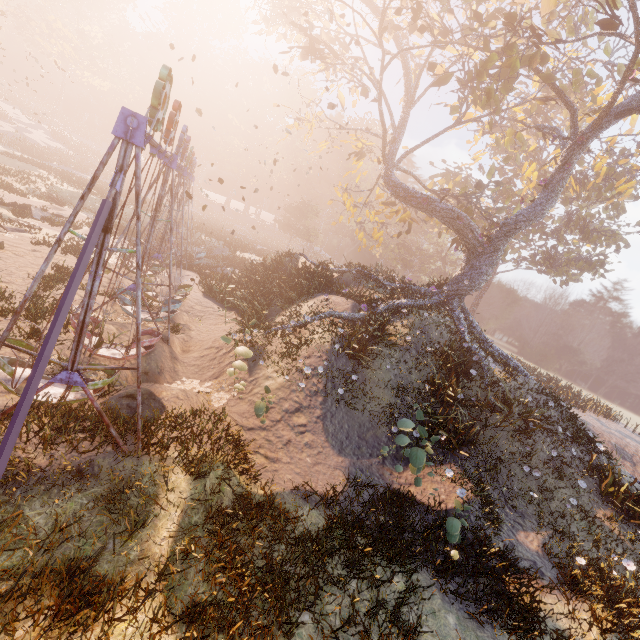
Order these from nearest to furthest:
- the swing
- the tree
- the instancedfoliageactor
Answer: the swing, the instancedfoliageactor, the tree

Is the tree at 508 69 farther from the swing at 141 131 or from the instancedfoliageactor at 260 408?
the instancedfoliageactor at 260 408

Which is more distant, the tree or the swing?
the tree

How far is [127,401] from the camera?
8.50m

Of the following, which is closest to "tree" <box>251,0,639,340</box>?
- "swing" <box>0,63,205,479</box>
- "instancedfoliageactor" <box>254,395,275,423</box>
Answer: "swing" <box>0,63,205,479</box>

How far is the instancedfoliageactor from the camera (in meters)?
8.49

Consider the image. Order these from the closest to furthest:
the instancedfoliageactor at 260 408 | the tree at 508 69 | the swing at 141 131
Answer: the swing at 141 131 → the instancedfoliageactor at 260 408 → the tree at 508 69

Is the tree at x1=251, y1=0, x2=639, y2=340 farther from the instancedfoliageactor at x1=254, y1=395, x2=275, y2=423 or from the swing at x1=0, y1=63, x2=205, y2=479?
the instancedfoliageactor at x1=254, y1=395, x2=275, y2=423
